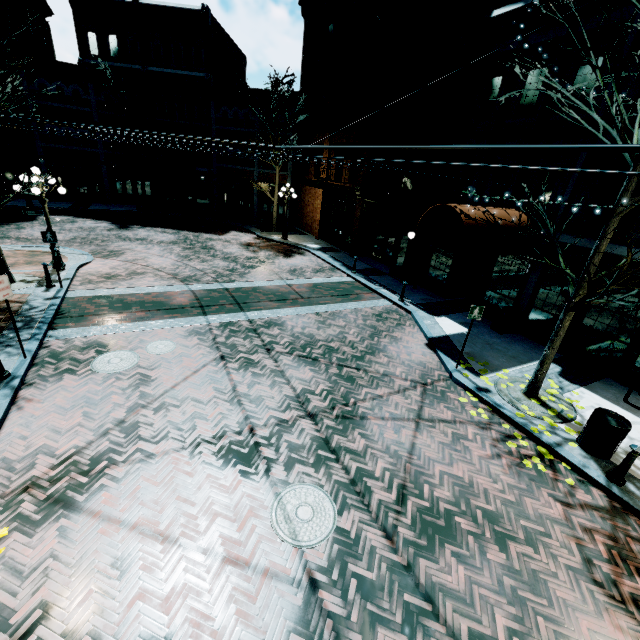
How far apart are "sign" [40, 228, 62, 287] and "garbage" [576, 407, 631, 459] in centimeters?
1560cm

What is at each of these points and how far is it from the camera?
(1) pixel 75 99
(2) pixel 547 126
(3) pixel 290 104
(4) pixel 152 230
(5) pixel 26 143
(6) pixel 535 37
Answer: (1) building, 24.5 meters
(2) building, 10.5 meters
(3) building, 24.0 meters
(4) z, 21.5 meters
(5) building, 24.6 meters
(6) building, 10.5 meters

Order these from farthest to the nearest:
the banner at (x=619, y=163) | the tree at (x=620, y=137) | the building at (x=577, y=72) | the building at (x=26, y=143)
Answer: the building at (x=26, y=143)
the building at (x=577, y=72)
the banner at (x=619, y=163)
the tree at (x=620, y=137)

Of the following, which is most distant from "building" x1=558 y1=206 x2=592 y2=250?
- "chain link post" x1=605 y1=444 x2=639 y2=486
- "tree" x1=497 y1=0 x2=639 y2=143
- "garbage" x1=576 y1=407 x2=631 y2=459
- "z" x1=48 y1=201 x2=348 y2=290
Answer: "chain link post" x1=605 y1=444 x2=639 y2=486

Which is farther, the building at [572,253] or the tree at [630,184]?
the building at [572,253]

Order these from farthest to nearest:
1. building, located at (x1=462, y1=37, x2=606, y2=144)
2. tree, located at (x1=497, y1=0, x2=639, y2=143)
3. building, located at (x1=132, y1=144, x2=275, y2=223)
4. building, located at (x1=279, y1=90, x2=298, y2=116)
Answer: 1. building, located at (x1=132, y1=144, x2=275, y2=223)
2. building, located at (x1=279, y1=90, x2=298, y2=116)
3. building, located at (x1=462, y1=37, x2=606, y2=144)
4. tree, located at (x1=497, y1=0, x2=639, y2=143)

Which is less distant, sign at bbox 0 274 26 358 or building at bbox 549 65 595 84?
sign at bbox 0 274 26 358

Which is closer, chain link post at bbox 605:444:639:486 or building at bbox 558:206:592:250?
chain link post at bbox 605:444:639:486
